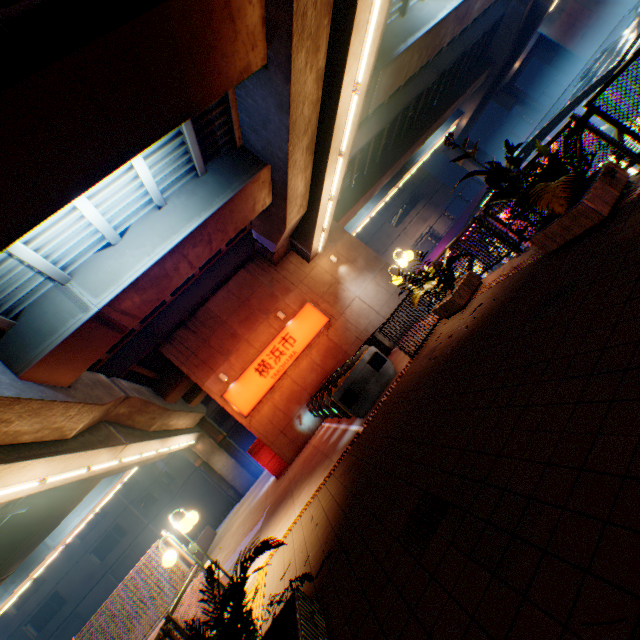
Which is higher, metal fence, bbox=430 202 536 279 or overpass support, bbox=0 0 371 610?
overpass support, bbox=0 0 371 610

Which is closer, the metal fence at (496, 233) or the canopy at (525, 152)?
the metal fence at (496, 233)

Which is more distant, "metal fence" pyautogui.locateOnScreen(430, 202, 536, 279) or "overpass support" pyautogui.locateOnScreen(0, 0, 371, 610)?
"metal fence" pyautogui.locateOnScreen(430, 202, 536, 279)

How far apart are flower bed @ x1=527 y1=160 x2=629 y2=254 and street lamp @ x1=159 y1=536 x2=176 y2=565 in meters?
8.5

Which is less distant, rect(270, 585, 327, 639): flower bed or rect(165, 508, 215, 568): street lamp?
rect(270, 585, 327, 639): flower bed

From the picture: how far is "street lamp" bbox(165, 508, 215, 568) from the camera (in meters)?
6.73

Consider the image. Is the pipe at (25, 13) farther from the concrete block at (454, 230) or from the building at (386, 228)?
the building at (386, 228)

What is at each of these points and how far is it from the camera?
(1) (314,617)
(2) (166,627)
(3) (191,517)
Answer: (1) flower bed, 3.2m
(2) metal fence, 5.0m
(3) street lamp, 6.9m
